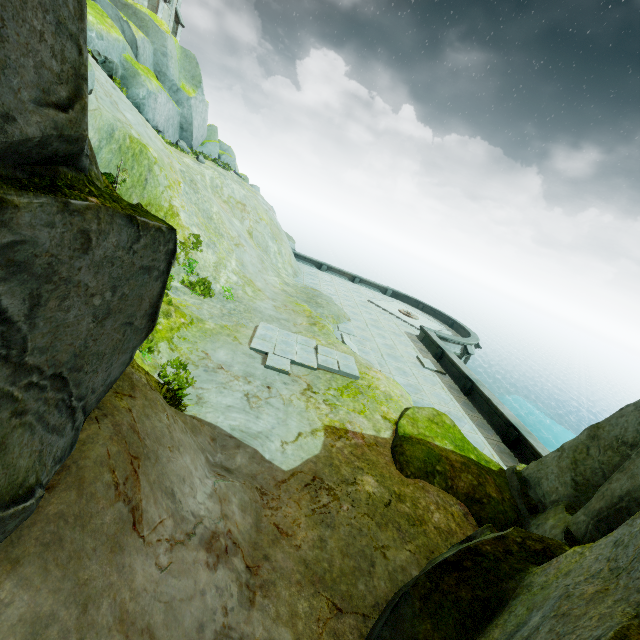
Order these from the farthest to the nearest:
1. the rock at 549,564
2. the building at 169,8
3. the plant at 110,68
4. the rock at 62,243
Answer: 1. the building at 169,8
2. the plant at 110,68
3. the rock at 549,564
4. the rock at 62,243

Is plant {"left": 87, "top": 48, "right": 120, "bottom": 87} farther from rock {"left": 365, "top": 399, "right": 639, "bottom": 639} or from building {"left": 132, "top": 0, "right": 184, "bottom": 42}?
building {"left": 132, "top": 0, "right": 184, "bottom": 42}

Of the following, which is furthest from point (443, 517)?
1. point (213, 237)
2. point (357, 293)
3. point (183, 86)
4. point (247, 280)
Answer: point (183, 86)

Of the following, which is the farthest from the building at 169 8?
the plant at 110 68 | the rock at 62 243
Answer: the plant at 110 68

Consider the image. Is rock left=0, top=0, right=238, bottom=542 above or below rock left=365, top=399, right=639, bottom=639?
above

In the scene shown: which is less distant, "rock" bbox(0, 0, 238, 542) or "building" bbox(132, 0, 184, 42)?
"rock" bbox(0, 0, 238, 542)
